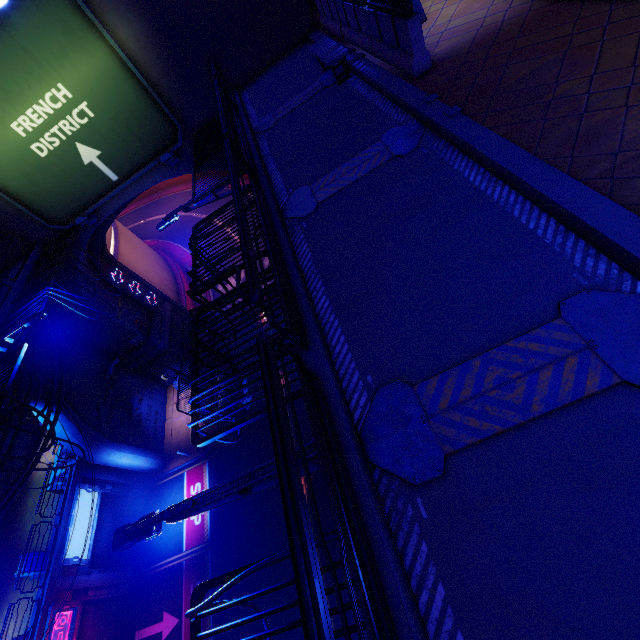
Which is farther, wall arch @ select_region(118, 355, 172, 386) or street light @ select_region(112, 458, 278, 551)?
wall arch @ select_region(118, 355, 172, 386)

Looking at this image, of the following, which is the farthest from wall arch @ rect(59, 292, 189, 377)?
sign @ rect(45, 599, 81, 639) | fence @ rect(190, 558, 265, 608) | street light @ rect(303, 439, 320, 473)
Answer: fence @ rect(190, 558, 265, 608)

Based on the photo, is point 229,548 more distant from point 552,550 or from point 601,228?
point 601,228

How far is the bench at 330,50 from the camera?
8.29m

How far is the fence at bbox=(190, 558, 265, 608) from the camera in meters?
3.7 m

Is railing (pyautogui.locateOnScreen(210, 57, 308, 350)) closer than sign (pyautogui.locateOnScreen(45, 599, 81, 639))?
Yes

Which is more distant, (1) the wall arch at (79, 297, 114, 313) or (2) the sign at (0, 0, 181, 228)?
(1) the wall arch at (79, 297, 114, 313)

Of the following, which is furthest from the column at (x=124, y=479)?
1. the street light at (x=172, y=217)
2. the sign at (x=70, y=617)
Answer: the street light at (x=172, y=217)
